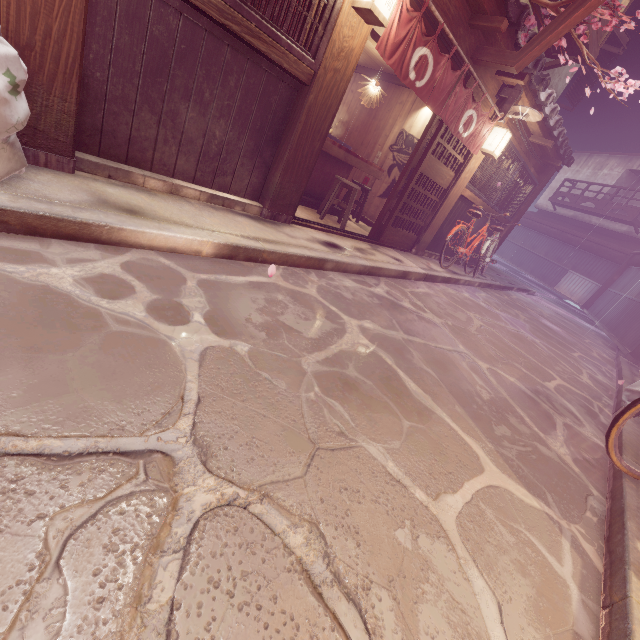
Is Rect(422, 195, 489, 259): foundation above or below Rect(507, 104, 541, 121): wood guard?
below

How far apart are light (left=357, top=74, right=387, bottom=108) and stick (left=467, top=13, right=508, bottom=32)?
3.53m

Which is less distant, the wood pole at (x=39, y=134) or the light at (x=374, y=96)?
the wood pole at (x=39, y=134)

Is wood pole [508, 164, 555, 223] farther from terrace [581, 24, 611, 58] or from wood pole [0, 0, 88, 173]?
wood pole [0, 0, 88, 173]

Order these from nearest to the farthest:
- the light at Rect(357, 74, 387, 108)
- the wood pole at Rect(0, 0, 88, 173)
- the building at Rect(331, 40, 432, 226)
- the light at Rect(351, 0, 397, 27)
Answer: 1. the wood pole at Rect(0, 0, 88, 173)
2. the light at Rect(351, 0, 397, 27)
3. the light at Rect(357, 74, 387, 108)
4. the building at Rect(331, 40, 432, 226)

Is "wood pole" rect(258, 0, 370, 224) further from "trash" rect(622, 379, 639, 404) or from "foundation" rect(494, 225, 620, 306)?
"trash" rect(622, 379, 639, 404)

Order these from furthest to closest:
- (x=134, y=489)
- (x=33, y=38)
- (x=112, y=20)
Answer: (x=112, y=20) → (x=33, y=38) → (x=134, y=489)

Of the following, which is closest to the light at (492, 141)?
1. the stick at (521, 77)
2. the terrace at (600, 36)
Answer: the stick at (521, 77)
